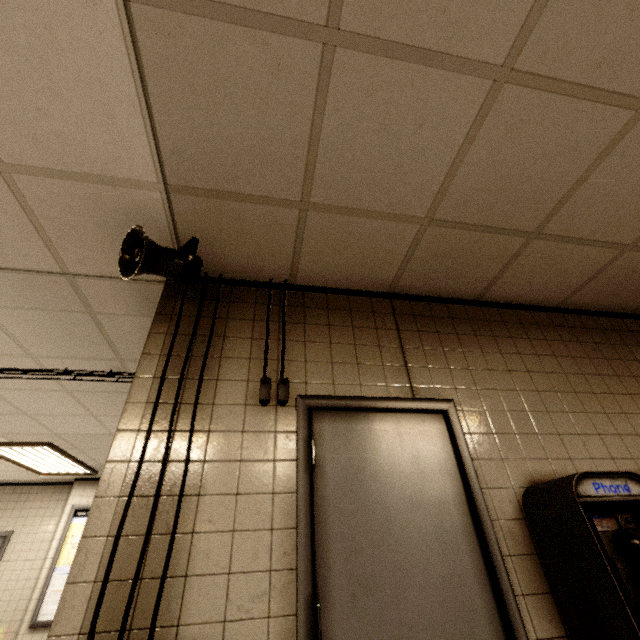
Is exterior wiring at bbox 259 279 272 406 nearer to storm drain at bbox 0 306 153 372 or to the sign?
storm drain at bbox 0 306 153 372

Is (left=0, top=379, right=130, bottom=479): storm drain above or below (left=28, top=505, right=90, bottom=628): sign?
above

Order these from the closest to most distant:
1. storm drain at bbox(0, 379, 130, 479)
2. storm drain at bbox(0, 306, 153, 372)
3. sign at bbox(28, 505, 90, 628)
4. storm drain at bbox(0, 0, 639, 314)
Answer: storm drain at bbox(0, 0, 639, 314) < storm drain at bbox(0, 306, 153, 372) < storm drain at bbox(0, 379, 130, 479) < sign at bbox(28, 505, 90, 628)

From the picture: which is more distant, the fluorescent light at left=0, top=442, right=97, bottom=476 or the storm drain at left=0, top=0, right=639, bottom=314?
the fluorescent light at left=0, top=442, right=97, bottom=476

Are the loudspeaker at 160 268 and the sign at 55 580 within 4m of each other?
no

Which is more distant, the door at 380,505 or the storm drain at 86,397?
the storm drain at 86,397

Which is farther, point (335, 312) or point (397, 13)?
point (335, 312)

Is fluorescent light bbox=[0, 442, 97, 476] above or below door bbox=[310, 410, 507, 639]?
above
